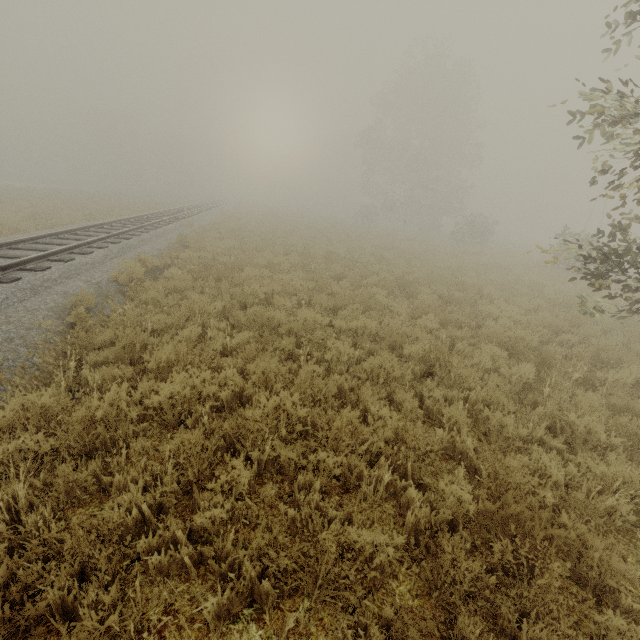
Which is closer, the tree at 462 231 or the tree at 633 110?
the tree at 633 110

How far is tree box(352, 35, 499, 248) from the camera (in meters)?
33.16

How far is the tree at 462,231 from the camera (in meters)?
33.16

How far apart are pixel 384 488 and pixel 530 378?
3.9 meters

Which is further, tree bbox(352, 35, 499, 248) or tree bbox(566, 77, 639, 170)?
tree bbox(352, 35, 499, 248)
